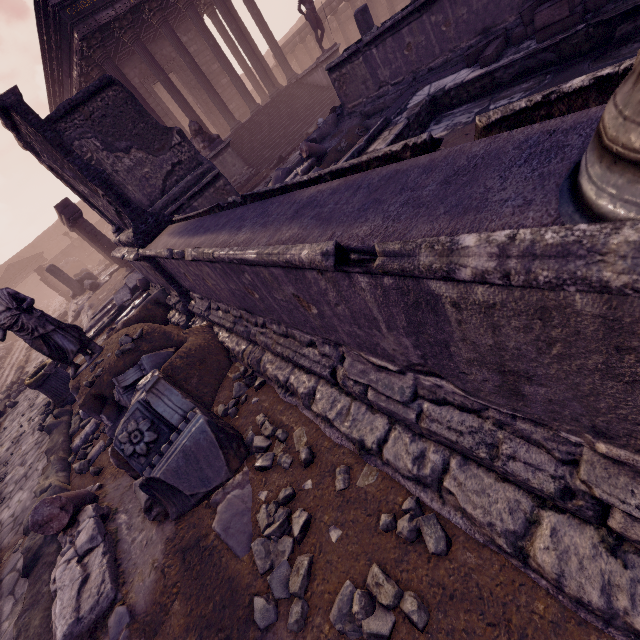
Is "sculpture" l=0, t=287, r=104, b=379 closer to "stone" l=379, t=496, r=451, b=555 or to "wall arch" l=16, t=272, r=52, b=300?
"stone" l=379, t=496, r=451, b=555

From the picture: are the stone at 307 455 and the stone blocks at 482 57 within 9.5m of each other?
yes

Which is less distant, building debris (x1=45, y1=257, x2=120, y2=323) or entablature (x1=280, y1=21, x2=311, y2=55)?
building debris (x1=45, y1=257, x2=120, y2=323)

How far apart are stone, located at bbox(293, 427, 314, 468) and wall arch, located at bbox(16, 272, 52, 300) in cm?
4122

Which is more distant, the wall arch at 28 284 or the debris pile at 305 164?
the wall arch at 28 284

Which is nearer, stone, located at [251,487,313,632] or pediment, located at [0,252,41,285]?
stone, located at [251,487,313,632]

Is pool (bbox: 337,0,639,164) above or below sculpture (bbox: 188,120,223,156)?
below

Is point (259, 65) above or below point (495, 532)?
above
